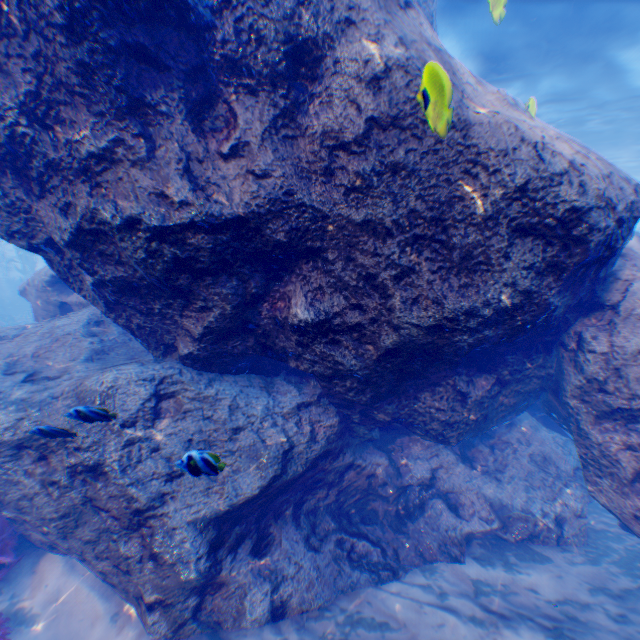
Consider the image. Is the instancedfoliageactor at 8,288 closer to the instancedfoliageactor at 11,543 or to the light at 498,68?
the light at 498,68

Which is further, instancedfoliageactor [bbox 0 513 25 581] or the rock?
instancedfoliageactor [bbox 0 513 25 581]

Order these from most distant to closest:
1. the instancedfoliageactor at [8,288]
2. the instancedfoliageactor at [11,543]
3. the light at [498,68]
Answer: the instancedfoliageactor at [8,288] < the light at [498,68] < the instancedfoliageactor at [11,543]

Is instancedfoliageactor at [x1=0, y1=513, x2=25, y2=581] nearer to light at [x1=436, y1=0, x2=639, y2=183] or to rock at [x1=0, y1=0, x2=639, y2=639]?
rock at [x1=0, y1=0, x2=639, y2=639]

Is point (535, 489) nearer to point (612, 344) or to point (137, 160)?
point (612, 344)

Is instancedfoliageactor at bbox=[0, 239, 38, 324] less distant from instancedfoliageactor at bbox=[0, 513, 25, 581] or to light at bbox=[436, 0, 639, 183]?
light at bbox=[436, 0, 639, 183]

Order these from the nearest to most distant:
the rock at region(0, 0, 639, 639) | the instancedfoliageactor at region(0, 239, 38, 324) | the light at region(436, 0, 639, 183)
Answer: the rock at region(0, 0, 639, 639) → the light at region(436, 0, 639, 183) → the instancedfoliageactor at region(0, 239, 38, 324)
